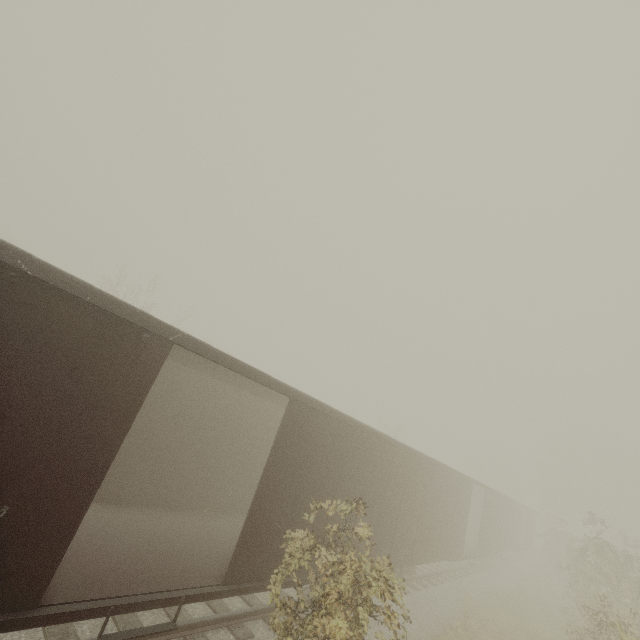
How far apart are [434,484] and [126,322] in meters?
12.9
